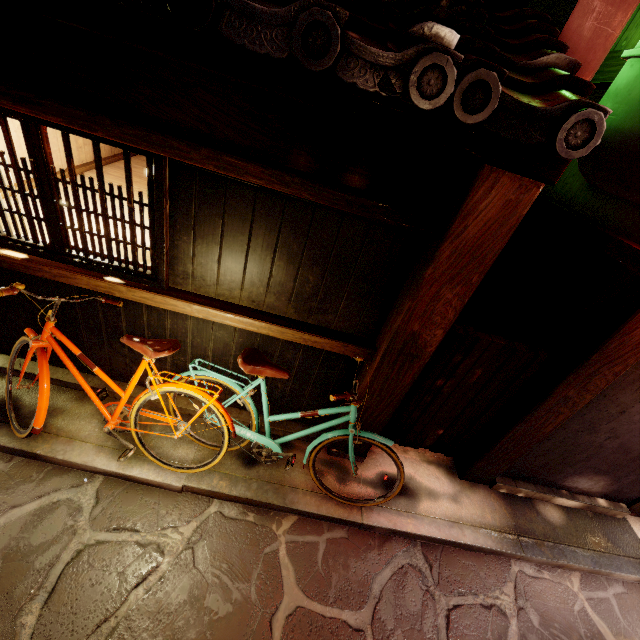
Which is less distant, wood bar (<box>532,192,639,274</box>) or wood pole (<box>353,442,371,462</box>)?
wood bar (<box>532,192,639,274</box>)

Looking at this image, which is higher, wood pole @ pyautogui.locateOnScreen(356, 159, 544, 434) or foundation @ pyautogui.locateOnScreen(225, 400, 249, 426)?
wood pole @ pyautogui.locateOnScreen(356, 159, 544, 434)

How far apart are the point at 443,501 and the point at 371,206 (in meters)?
6.19

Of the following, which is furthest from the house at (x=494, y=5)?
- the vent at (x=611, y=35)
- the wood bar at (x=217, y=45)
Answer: the wood bar at (x=217, y=45)

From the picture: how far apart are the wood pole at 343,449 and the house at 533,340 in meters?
2.6

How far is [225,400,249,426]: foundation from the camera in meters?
6.7

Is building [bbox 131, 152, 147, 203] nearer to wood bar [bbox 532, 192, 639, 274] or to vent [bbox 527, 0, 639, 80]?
vent [bbox 527, 0, 639, 80]

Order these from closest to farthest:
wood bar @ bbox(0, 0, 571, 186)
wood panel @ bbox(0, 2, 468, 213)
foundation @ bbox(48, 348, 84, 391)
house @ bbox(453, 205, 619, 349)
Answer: wood bar @ bbox(0, 0, 571, 186) → wood panel @ bbox(0, 2, 468, 213) → house @ bbox(453, 205, 619, 349) → foundation @ bbox(48, 348, 84, 391)
